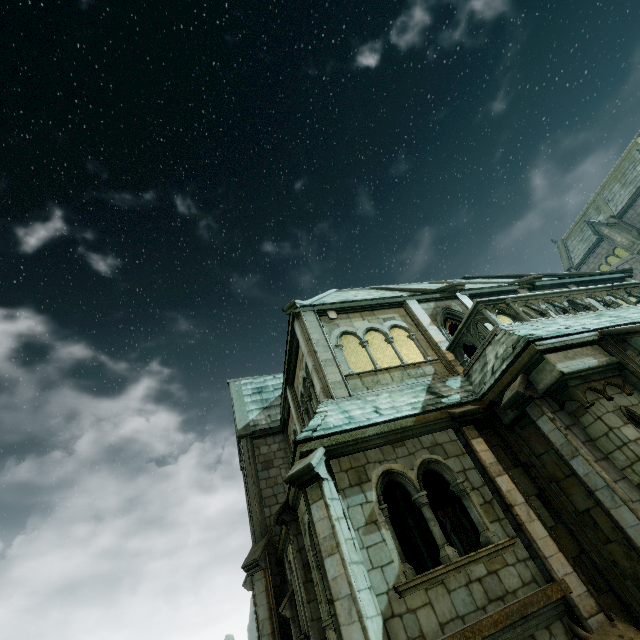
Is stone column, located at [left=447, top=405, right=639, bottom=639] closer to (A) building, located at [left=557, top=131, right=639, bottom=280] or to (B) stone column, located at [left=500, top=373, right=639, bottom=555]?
(B) stone column, located at [left=500, top=373, right=639, bottom=555]

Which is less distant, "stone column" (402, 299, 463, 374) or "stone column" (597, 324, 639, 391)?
"stone column" (597, 324, 639, 391)

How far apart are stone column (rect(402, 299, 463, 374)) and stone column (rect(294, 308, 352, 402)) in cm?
347

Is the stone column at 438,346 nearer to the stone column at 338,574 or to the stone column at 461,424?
the stone column at 461,424

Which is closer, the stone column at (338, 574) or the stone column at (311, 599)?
the stone column at (338, 574)

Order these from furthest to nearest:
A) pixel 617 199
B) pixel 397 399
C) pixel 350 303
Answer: pixel 617 199, pixel 350 303, pixel 397 399

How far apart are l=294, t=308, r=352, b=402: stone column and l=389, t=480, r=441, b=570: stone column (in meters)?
5.47

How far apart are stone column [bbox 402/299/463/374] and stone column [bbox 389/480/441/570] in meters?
5.1 m
